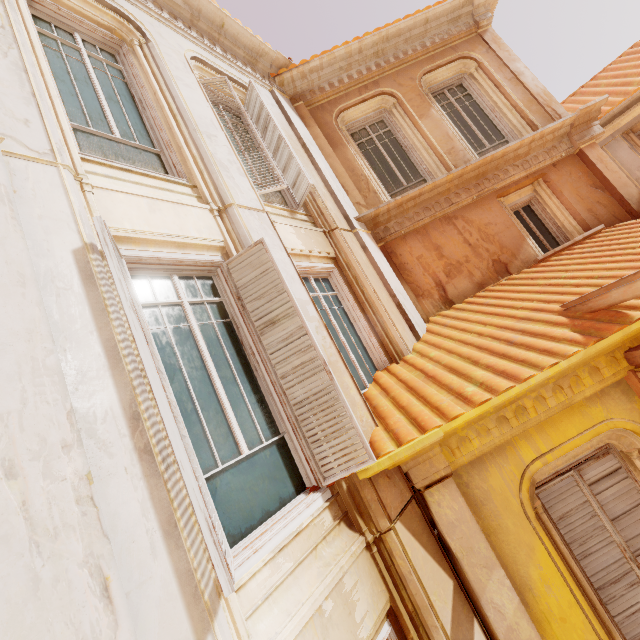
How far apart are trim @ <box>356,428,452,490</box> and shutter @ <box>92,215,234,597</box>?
1.2m

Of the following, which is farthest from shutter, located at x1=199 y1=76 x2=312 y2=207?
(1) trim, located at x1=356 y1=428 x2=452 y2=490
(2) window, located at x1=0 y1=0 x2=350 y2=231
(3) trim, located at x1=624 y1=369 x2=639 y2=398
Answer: (3) trim, located at x1=624 y1=369 x2=639 y2=398

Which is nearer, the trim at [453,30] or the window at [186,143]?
the window at [186,143]

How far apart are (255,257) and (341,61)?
6.65m

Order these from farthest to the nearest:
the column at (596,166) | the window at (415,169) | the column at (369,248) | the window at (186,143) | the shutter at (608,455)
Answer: the window at (415,169), the column at (596,166), the column at (369,248), the shutter at (608,455), the window at (186,143)

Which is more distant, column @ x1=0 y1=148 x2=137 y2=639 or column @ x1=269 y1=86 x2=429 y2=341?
column @ x1=269 y1=86 x2=429 y2=341

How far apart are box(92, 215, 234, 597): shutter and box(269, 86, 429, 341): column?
3.9 meters

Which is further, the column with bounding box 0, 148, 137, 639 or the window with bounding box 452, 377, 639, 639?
the window with bounding box 452, 377, 639, 639
